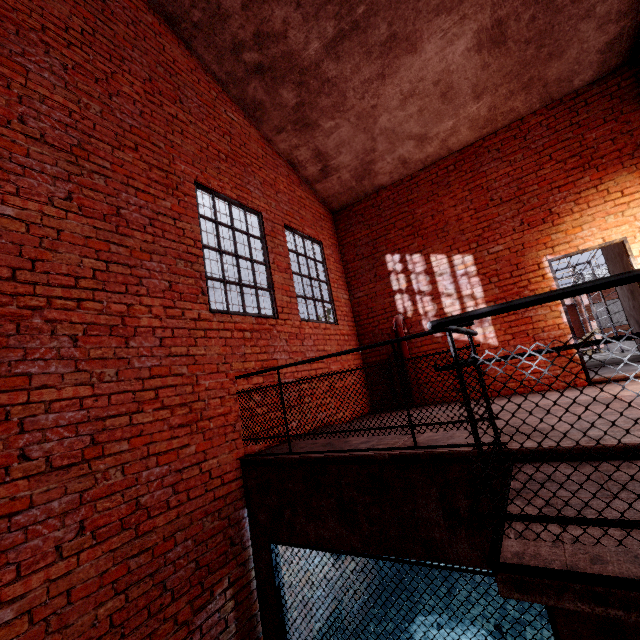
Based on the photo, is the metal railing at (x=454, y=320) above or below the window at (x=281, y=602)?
above

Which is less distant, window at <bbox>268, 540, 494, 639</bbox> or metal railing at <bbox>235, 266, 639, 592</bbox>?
metal railing at <bbox>235, 266, 639, 592</bbox>

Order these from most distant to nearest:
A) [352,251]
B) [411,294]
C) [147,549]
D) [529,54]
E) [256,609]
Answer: [352,251], [411,294], [529,54], [256,609], [147,549]

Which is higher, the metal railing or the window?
the metal railing

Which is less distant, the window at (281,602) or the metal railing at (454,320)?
the metal railing at (454,320)
